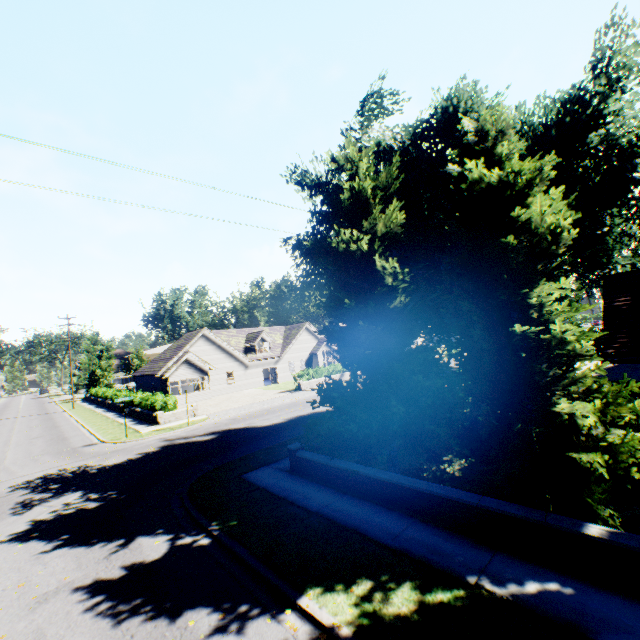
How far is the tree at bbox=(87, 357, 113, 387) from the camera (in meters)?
52.04

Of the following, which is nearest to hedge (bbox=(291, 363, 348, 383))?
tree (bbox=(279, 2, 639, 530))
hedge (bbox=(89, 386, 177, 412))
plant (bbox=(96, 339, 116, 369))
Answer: hedge (bbox=(89, 386, 177, 412))

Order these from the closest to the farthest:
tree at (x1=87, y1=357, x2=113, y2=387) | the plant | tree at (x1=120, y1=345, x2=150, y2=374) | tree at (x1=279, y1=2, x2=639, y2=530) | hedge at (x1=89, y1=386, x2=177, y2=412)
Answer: tree at (x1=279, y1=2, x2=639, y2=530)
hedge at (x1=89, y1=386, x2=177, y2=412)
tree at (x1=87, y1=357, x2=113, y2=387)
tree at (x1=120, y1=345, x2=150, y2=374)
the plant

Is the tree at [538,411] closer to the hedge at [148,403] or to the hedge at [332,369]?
the hedge at [148,403]

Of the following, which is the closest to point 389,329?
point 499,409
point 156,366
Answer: point 499,409

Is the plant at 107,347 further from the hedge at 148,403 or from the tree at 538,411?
the hedge at 148,403

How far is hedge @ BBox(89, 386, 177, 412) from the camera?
23.95m

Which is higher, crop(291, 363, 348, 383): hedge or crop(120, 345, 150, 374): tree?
crop(120, 345, 150, 374): tree
